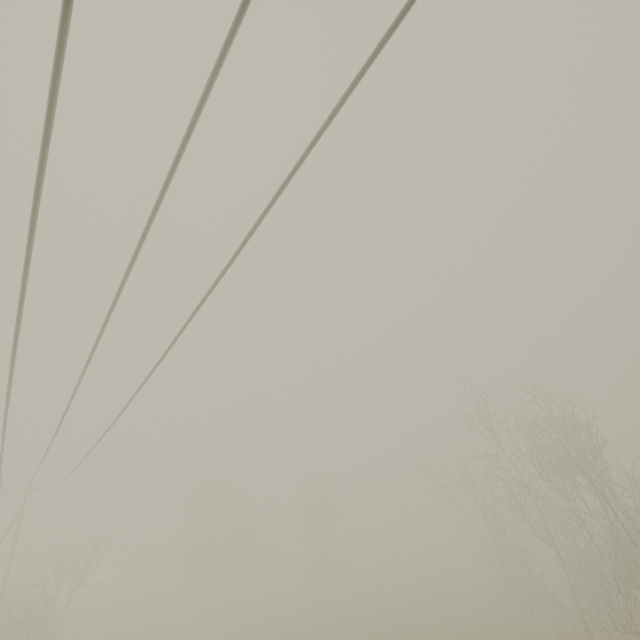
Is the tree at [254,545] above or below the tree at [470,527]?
below

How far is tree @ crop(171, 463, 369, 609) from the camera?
35.44m

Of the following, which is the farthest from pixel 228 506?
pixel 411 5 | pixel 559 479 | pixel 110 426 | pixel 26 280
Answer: pixel 411 5

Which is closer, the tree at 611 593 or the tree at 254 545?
the tree at 611 593

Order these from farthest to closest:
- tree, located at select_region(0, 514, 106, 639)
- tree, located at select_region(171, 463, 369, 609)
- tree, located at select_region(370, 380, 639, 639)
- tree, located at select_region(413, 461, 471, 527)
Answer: tree, located at select_region(171, 463, 369, 609) → tree, located at select_region(413, 461, 471, 527) → tree, located at select_region(0, 514, 106, 639) → tree, located at select_region(370, 380, 639, 639)

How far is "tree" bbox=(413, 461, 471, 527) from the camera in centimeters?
2938cm

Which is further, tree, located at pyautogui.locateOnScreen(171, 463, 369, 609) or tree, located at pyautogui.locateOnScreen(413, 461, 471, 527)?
tree, located at pyautogui.locateOnScreen(171, 463, 369, 609)
